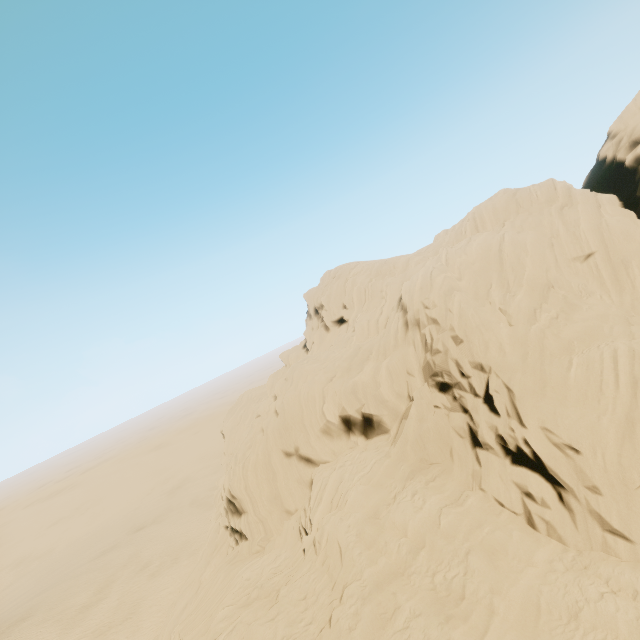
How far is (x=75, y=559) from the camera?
58.72m
